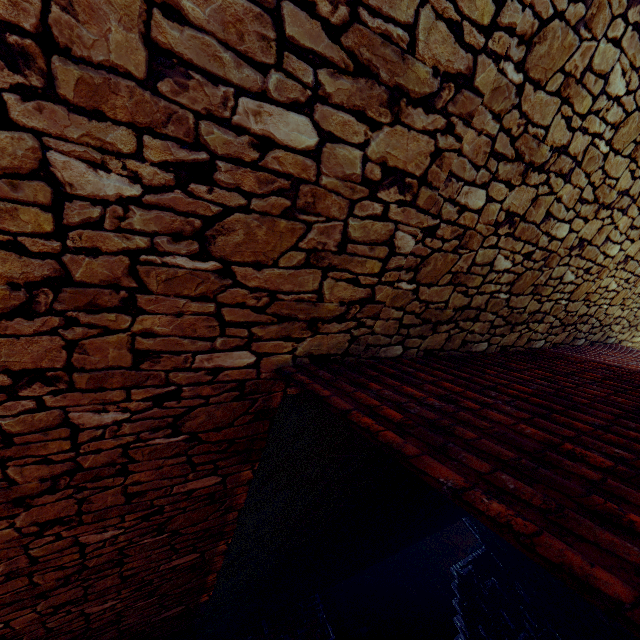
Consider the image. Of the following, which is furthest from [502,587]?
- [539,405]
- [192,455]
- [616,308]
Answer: [192,455]
